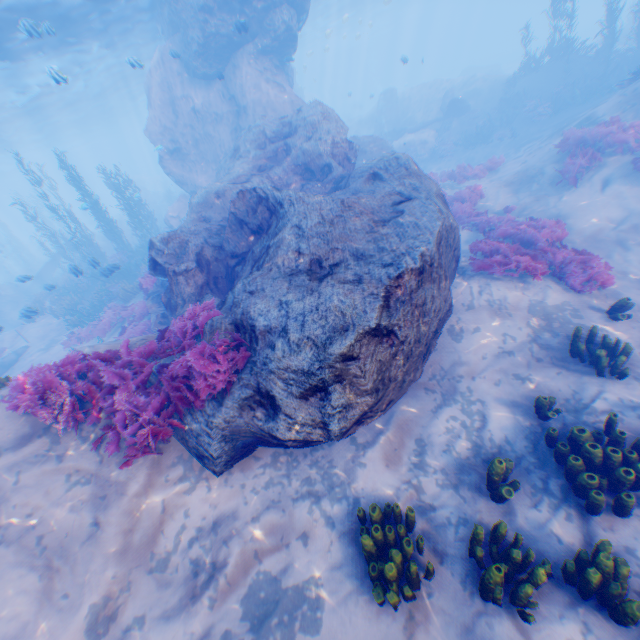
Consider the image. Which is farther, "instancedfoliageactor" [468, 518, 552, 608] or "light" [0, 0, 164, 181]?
"light" [0, 0, 164, 181]

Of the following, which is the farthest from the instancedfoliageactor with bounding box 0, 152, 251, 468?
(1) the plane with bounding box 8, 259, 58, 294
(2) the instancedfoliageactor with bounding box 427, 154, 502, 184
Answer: (2) the instancedfoliageactor with bounding box 427, 154, 502, 184

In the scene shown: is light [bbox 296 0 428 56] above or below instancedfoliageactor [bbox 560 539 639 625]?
above

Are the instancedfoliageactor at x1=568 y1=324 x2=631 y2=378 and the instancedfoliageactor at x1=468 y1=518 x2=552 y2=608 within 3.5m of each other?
no

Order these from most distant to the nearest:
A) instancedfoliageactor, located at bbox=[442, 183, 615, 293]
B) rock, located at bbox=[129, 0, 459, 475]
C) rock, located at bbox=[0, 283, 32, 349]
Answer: rock, located at bbox=[0, 283, 32, 349], instancedfoliageactor, located at bbox=[442, 183, 615, 293], rock, located at bbox=[129, 0, 459, 475]

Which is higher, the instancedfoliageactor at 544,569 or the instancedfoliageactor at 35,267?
the instancedfoliageactor at 35,267

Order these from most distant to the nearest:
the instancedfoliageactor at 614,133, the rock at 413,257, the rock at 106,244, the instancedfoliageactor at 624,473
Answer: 1. the rock at 106,244
2. the instancedfoliageactor at 614,133
3. the rock at 413,257
4. the instancedfoliageactor at 624,473

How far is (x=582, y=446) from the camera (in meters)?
4.51
